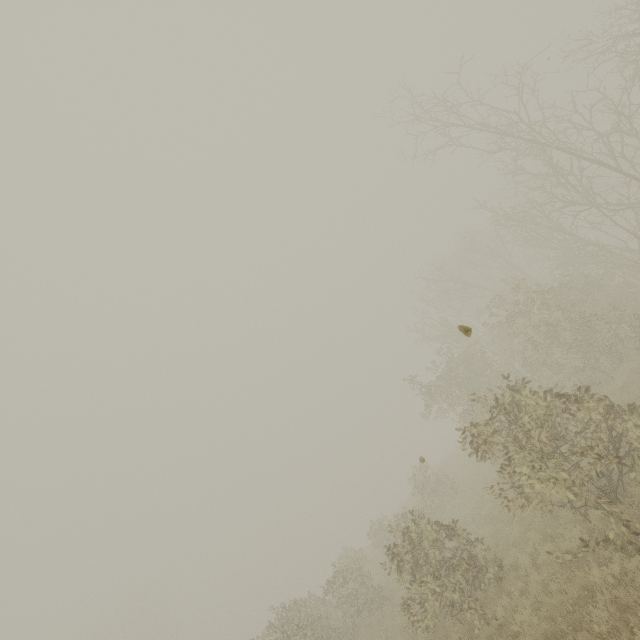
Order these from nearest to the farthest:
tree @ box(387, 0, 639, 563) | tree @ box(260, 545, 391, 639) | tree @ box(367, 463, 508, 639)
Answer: tree @ box(387, 0, 639, 563) → tree @ box(367, 463, 508, 639) → tree @ box(260, 545, 391, 639)

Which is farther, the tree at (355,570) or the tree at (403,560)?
the tree at (355,570)

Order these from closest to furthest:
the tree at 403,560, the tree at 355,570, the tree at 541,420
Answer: the tree at 541,420
the tree at 403,560
the tree at 355,570

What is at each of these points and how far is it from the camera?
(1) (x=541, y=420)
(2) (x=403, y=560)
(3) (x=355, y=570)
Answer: (1) tree, 7.4 meters
(2) tree, 8.1 meters
(3) tree, 13.7 meters

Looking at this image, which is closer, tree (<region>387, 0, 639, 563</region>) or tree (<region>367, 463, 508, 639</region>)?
tree (<region>387, 0, 639, 563</region>)
